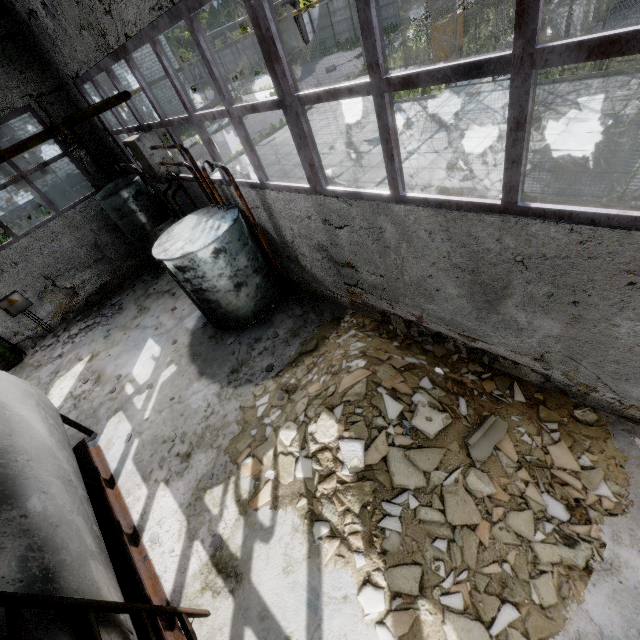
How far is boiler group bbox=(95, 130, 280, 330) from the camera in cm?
623

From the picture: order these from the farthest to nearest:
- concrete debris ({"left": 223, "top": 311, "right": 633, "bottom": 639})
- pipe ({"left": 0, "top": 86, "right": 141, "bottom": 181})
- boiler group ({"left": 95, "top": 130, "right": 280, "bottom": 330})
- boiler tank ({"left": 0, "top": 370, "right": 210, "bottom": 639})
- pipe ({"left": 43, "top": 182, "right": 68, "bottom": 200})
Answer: pipe ({"left": 43, "top": 182, "right": 68, "bottom": 200}) < boiler group ({"left": 95, "top": 130, "right": 280, "bottom": 330}) < pipe ({"left": 0, "top": 86, "right": 141, "bottom": 181}) < concrete debris ({"left": 223, "top": 311, "right": 633, "bottom": 639}) < boiler tank ({"left": 0, "top": 370, "right": 210, "bottom": 639})

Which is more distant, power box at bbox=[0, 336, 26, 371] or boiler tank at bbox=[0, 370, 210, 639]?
power box at bbox=[0, 336, 26, 371]

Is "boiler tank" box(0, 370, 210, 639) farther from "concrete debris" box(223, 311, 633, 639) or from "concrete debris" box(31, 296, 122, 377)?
"concrete debris" box(31, 296, 122, 377)

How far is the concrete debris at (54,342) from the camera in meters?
9.2 m

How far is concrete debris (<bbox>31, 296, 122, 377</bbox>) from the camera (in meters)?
9.25

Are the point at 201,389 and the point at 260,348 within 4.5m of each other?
yes

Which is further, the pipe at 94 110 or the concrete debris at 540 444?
the pipe at 94 110
